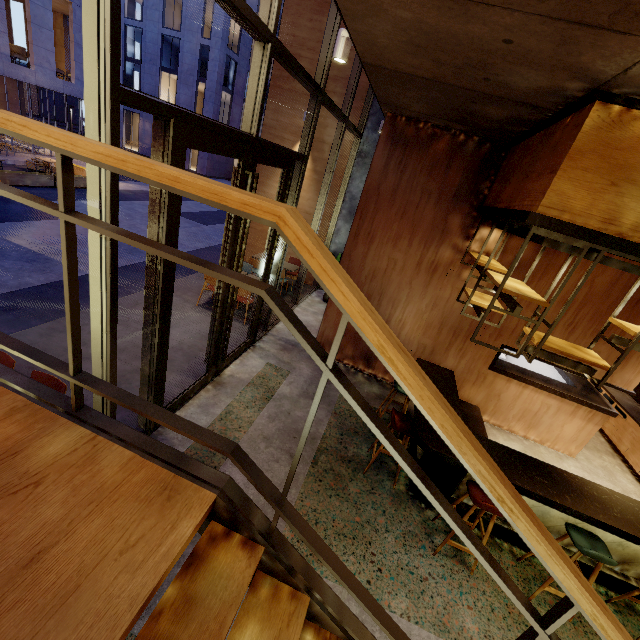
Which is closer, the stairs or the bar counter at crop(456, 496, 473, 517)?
the stairs

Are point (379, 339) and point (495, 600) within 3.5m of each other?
no

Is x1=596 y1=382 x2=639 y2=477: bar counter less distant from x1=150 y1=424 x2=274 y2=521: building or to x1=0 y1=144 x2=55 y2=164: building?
x1=150 y1=424 x2=274 y2=521: building

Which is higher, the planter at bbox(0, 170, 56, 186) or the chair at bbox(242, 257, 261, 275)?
the chair at bbox(242, 257, 261, 275)

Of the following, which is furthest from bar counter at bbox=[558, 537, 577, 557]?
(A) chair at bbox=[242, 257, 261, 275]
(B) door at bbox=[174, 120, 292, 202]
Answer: (A) chair at bbox=[242, 257, 261, 275]

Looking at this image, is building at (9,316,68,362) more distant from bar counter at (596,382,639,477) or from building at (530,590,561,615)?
bar counter at (596,382,639,477)

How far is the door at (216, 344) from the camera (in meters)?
3.48

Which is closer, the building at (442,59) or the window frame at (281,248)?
the building at (442,59)
